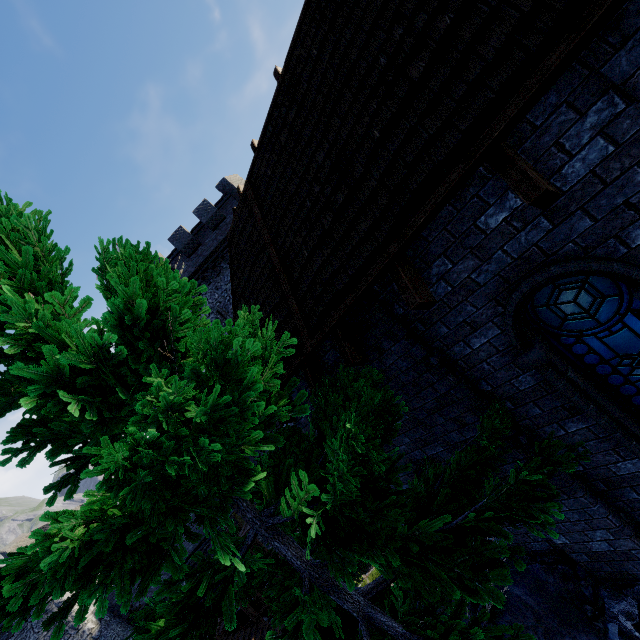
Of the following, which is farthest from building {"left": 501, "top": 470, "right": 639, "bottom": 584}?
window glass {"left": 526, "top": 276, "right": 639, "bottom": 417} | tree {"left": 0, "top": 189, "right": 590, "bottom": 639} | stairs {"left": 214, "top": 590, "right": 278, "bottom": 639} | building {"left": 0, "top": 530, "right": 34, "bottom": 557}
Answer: building {"left": 0, "top": 530, "right": 34, "bottom": 557}

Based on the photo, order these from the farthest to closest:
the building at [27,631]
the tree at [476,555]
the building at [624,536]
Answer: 1. the building at [27,631]
2. the building at [624,536]
3. the tree at [476,555]

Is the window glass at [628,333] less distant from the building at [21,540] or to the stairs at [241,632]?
the stairs at [241,632]

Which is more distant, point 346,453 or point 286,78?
point 286,78

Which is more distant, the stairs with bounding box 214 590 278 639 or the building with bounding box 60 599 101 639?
the building with bounding box 60 599 101 639

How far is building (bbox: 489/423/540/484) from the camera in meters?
4.1 m

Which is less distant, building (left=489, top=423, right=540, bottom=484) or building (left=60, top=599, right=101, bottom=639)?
building (left=489, top=423, right=540, bottom=484)

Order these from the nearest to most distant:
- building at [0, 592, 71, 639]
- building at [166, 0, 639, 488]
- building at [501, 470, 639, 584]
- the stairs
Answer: building at [166, 0, 639, 488]
building at [501, 470, 639, 584]
the stairs
building at [0, 592, 71, 639]
